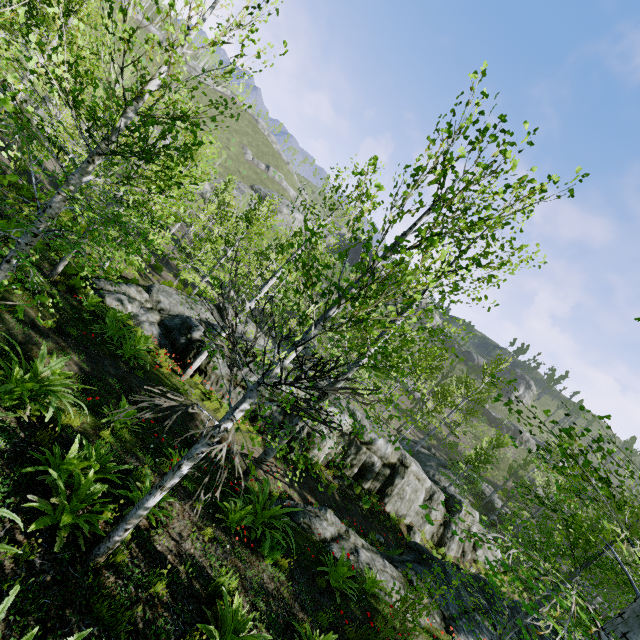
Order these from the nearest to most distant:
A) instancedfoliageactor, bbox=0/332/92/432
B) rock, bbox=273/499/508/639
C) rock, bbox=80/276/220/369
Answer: Result:
1. instancedfoliageactor, bbox=0/332/92/432
2. rock, bbox=273/499/508/639
3. rock, bbox=80/276/220/369

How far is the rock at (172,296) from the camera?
12.8m

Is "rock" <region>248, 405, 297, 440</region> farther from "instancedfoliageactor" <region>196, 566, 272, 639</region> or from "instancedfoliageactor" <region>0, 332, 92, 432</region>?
"instancedfoliageactor" <region>196, 566, 272, 639</region>

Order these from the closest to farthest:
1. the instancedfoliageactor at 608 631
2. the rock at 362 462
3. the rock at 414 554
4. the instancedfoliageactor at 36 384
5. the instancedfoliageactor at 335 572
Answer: the instancedfoliageactor at 608 631, the instancedfoliageactor at 36 384, the instancedfoliageactor at 335 572, the rock at 414 554, the rock at 362 462

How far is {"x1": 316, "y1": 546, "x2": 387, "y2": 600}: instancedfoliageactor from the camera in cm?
720

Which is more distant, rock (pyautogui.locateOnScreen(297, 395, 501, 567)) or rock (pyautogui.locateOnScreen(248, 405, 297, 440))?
rock (pyautogui.locateOnScreen(297, 395, 501, 567))

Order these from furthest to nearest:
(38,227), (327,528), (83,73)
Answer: (83,73) → (327,528) → (38,227)

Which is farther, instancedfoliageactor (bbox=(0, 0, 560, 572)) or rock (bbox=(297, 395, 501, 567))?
rock (bbox=(297, 395, 501, 567))
